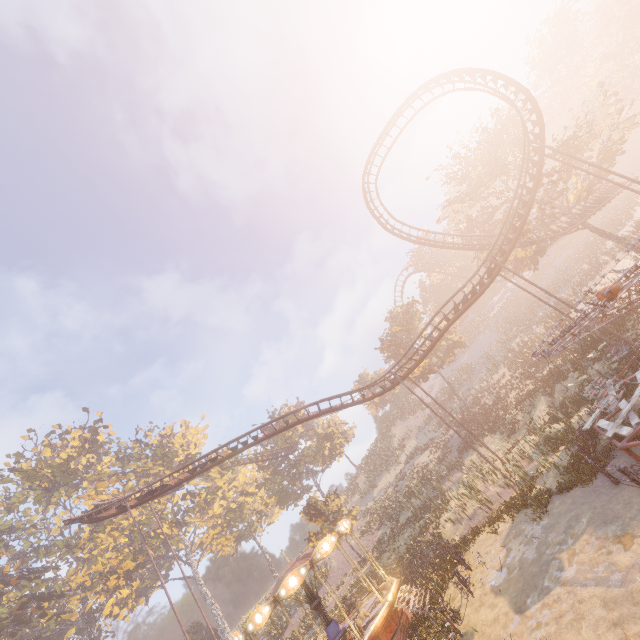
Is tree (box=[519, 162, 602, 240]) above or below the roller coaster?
below

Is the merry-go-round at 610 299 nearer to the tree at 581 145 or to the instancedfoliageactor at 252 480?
the instancedfoliageactor at 252 480

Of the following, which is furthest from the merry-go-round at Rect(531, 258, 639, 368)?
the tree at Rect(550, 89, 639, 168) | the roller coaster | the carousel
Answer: the tree at Rect(550, 89, 639, 168)

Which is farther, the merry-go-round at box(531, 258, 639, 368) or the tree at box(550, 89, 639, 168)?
the tree at box(550, 89, 639, 168)

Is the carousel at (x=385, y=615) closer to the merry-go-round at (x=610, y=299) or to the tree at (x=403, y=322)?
the merry-go-round at (x=610, y=299)

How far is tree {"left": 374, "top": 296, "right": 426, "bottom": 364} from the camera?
42.29m

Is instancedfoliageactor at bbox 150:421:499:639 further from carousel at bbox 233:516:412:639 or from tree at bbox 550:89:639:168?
tree at bbox 550:89:639:168

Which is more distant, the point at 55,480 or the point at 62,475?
the point at 62,475
